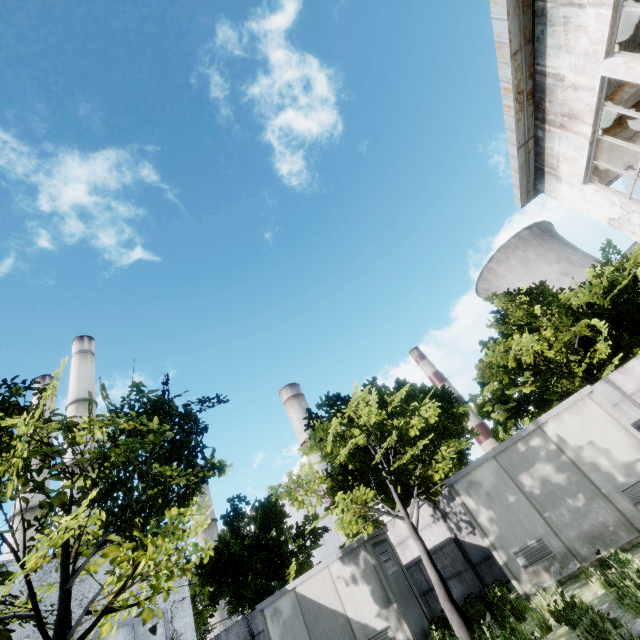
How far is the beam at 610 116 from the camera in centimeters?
892cm

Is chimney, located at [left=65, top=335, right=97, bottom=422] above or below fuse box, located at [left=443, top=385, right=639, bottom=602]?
above

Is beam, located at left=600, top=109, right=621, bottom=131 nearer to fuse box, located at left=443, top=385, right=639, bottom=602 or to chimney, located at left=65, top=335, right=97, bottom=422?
fuse box, located at left=443, top=385, right=639, bottom=602

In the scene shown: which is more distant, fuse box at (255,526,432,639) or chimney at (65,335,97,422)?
chimney at (65,335,97,422)

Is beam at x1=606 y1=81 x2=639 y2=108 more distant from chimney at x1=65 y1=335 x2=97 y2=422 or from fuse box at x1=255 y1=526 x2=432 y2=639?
chimney at x1=65 y1=335 x2=97 y2=422

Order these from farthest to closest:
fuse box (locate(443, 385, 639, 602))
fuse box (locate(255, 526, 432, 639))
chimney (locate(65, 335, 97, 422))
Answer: chimney (locate(65, 335, 97, 422)), fuse box (locate(255, 526, 432, 639)), fuse box (locate(443, 385, 639, 602))

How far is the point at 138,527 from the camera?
7.4 meters

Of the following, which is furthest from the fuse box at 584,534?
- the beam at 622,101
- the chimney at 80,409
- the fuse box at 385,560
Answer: the chimney at 80,409
